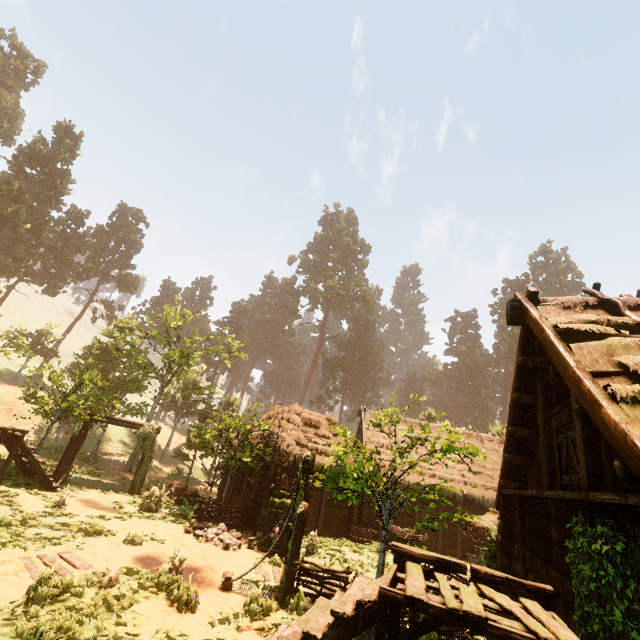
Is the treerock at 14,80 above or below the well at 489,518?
above

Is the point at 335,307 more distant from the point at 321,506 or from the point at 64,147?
the point at 64,147

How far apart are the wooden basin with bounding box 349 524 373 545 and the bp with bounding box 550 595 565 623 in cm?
1250

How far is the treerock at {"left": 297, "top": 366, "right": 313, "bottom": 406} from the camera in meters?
57.0

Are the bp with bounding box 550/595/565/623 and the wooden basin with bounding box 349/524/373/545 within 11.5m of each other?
no

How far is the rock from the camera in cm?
1173

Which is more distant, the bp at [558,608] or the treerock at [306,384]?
the treerock at [306,384]

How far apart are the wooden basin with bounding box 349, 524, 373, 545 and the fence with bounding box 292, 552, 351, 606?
9.2m
